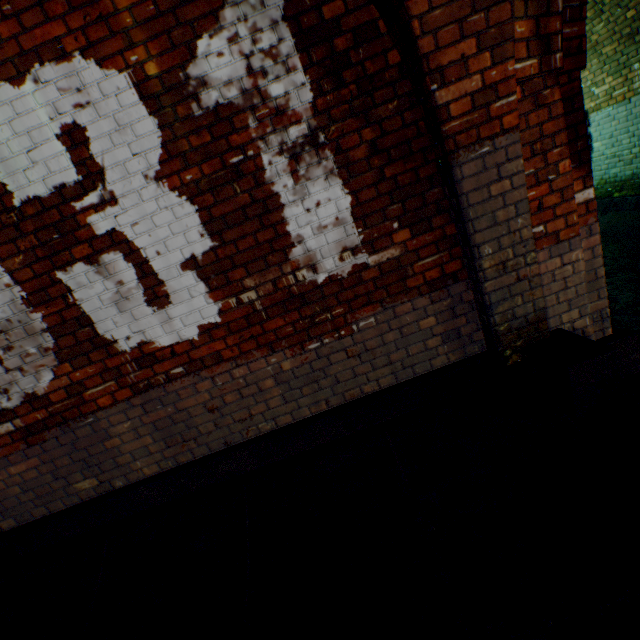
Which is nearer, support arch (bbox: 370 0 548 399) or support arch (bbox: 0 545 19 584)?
support arch (bbox: 370 0 548 399)

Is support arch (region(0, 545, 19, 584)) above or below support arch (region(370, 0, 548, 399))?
below

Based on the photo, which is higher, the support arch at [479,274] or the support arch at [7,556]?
the support arch at [479,274]

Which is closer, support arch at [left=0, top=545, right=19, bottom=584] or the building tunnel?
support arch at [left=0, top=545, right=19, bottom=584]

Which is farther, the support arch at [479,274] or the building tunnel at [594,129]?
the building tunnel at [594,129]

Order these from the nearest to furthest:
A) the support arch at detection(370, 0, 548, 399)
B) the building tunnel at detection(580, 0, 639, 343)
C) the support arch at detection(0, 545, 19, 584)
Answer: Answer: the support arch at detection(370, 0, 548, 399) → the support arch at detection(0, 545, 19, 584) → the building tunnel at detection(580, 0, 639, 343)

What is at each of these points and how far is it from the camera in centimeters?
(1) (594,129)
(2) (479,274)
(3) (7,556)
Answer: (1) building tunnel, 626cm
(2) support arch, 233cm
(3) support arch, 277cm

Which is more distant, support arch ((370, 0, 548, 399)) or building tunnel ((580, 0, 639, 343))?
building tunnel ((580, 0, 639, 343))
